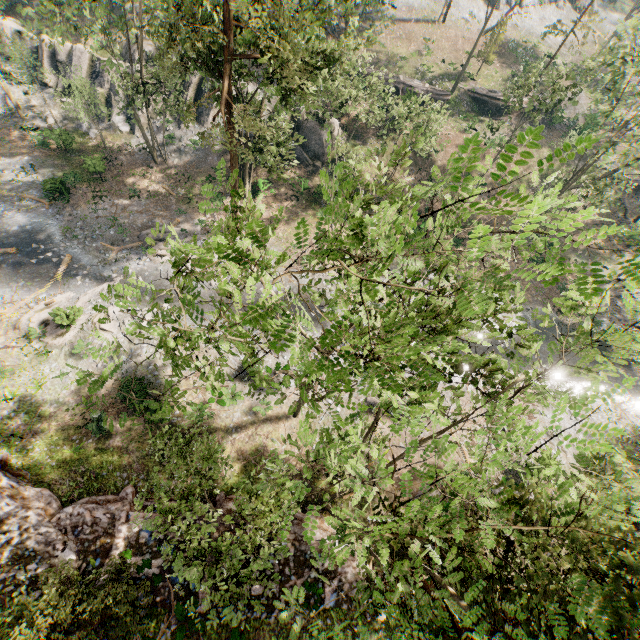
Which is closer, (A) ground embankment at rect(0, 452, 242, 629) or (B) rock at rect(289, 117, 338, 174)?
(A) ground embankment at rect(0, 452, 242, 629)

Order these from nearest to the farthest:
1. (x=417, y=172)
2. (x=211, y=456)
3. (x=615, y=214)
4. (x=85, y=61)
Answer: (x=211, y=456), (x=85, y=61), (x=417, y=172), (x=615, y=214)

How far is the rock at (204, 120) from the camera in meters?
32.8

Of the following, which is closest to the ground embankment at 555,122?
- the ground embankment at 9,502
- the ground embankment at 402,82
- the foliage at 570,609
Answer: the foliage at 570,609

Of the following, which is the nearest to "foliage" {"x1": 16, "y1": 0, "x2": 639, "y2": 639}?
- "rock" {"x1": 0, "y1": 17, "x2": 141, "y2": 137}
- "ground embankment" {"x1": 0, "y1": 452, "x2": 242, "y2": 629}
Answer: "ground embankment" {"x1": 0, "y1": 452, "x2": 242, "y2": 629}

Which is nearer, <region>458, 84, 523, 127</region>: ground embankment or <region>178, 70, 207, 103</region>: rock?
<region>178, 70, 207, 103</region>: rock

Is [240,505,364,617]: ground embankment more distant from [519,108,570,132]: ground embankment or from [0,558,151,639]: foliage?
[519,108,570,132]: ground embankment

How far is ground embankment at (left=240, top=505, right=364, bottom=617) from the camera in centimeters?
1545cm
